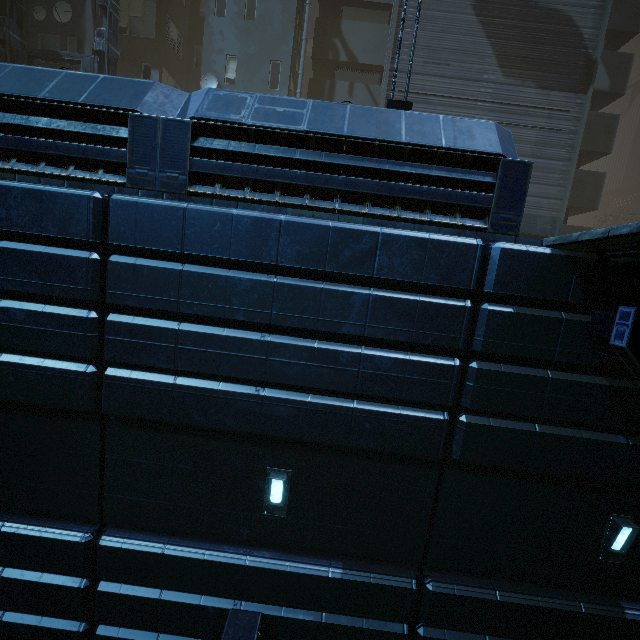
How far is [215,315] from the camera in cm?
512

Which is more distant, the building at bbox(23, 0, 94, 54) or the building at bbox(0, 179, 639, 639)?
the building at bbox(23, 0, 94, 54)

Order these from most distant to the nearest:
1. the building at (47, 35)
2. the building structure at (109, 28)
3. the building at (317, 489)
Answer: the building at (47, 35)
the building structure at (109, 28)
the building at (317, 489)

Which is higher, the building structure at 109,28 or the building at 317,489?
the building structure at 109,28

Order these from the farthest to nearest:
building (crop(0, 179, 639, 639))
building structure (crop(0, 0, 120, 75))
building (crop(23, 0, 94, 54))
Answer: building (crop(23, 0, 94, 54)) < building structure (crop(0, 0, 120, 75)) < building (crop(0, 179, 639, 639))

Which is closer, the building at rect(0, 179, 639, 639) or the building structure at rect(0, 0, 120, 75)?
the building at rect(0, 179, 639, 639)
